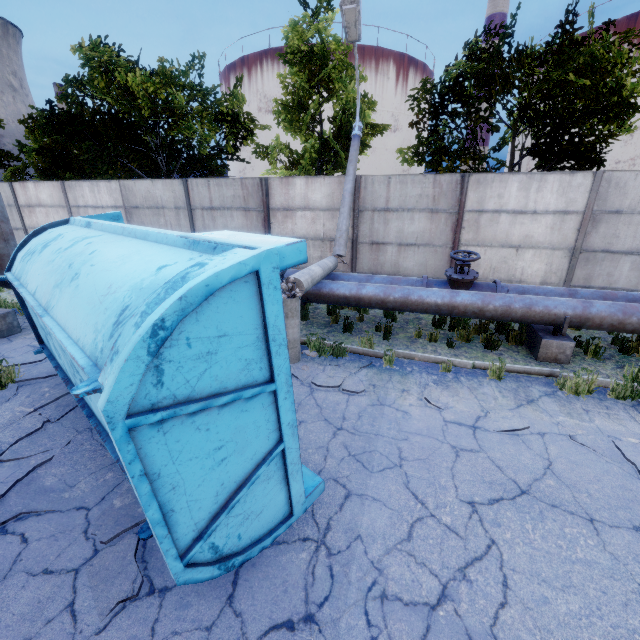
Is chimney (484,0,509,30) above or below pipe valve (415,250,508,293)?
above

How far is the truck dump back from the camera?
1.9 meters

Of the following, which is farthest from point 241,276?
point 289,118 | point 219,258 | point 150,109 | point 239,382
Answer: point 150,109

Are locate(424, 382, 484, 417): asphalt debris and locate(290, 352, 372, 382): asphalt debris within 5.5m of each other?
yes

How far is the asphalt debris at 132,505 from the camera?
3.2m

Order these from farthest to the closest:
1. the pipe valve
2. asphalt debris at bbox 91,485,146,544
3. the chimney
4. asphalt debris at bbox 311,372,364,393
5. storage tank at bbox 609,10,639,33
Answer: storage tank at bbox 609,10,639,33, the chimney, the pipe valve, asphalt debris at bbox 311,372,364,393, asphalt debris at bbox 91,485,146,544

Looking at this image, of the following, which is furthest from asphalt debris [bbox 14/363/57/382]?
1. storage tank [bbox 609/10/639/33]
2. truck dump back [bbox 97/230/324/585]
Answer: storage tank [bbox 609/10/639/33]

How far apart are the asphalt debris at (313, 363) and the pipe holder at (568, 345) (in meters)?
3.38
